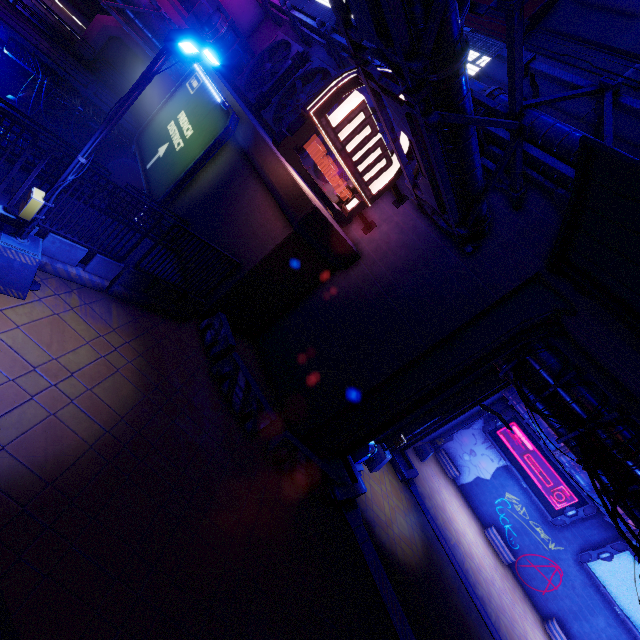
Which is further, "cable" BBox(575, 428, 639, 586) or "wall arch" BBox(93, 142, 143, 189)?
"wall arch" BBox(93, 142, 143, 189)

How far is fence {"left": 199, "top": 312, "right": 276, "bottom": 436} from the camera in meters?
9.7 m

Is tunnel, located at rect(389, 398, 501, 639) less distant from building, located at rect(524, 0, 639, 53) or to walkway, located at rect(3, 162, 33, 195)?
building, located at rect(524, 0, 639, 53)

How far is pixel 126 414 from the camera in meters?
6.9 m

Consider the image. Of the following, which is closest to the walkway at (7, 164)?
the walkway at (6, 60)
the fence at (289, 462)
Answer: the fence at (289, 462)

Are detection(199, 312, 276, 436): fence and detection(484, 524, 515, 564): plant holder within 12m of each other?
no

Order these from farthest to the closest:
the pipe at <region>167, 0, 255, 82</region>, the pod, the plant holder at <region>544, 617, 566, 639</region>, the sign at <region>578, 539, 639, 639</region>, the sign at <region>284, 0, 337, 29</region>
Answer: the plant holder at <region>544, 617, 566, 639</region>
the sign at <region>578, 539, 639, 639</region>
the pipe at <region>167, 0, 255, 82</region>
the sign at <region>284, 0, 337, 29</region>
the pod

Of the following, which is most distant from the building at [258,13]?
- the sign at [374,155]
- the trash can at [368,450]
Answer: the trash can at [368,450]
